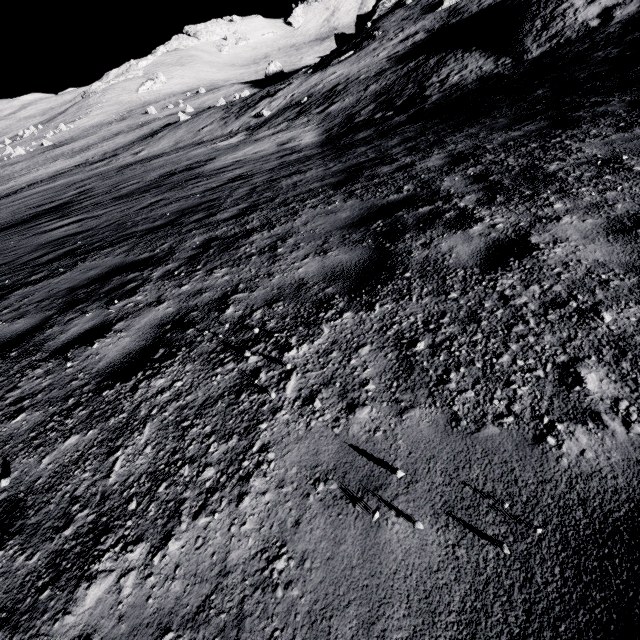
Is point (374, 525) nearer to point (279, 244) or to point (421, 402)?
point (421, 402)
